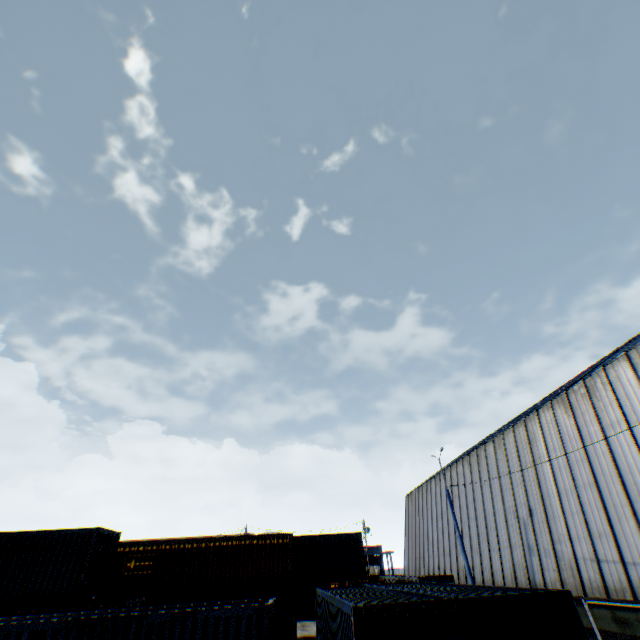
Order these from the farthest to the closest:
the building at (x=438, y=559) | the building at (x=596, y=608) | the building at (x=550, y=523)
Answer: the building at (x=438, y=559) → the building at (x=550, y=523) → the building at (x=596, y=608)

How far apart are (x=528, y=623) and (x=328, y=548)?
21.4m

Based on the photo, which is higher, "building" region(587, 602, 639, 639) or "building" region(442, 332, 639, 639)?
"building" region(442, 332, 639, 639)

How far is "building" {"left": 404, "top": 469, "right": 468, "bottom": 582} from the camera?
29.0m

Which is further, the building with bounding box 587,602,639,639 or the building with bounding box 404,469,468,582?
the building with bounding box 404,469,468,582

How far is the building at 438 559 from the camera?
29.0 meters
